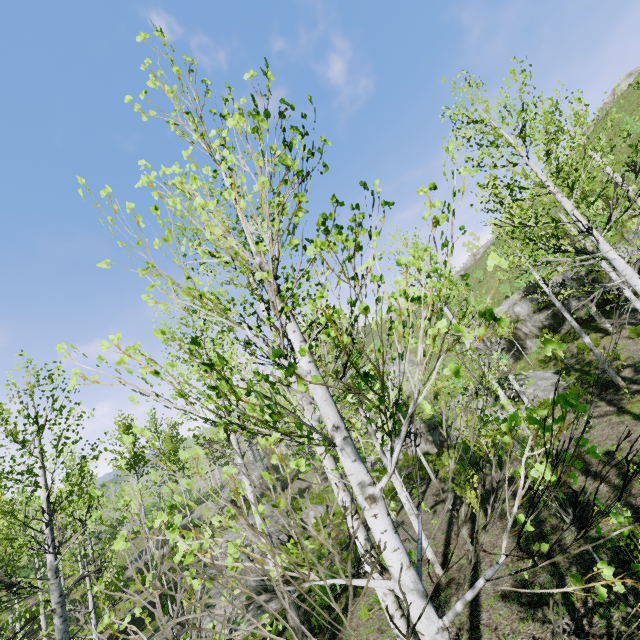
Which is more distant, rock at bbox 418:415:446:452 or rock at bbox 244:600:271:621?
rock at bbox 418:415:446:452

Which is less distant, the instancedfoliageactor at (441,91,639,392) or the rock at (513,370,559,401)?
the instancedfoliageactor at (441,91,639,392)

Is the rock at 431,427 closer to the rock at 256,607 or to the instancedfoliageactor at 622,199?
the instancedfoliageactor at 622,199

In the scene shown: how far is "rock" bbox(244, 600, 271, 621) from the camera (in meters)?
10.71

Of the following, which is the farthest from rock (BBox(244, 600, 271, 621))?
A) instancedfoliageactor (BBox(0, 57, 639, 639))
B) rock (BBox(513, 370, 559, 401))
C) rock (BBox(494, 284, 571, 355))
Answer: rock (BBox(494, 284, 571, 355))

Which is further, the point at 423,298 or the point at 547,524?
the point at 547,524

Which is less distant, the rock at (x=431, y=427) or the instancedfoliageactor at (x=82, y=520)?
the instancedfoliageactor at (x=82, y=520)
